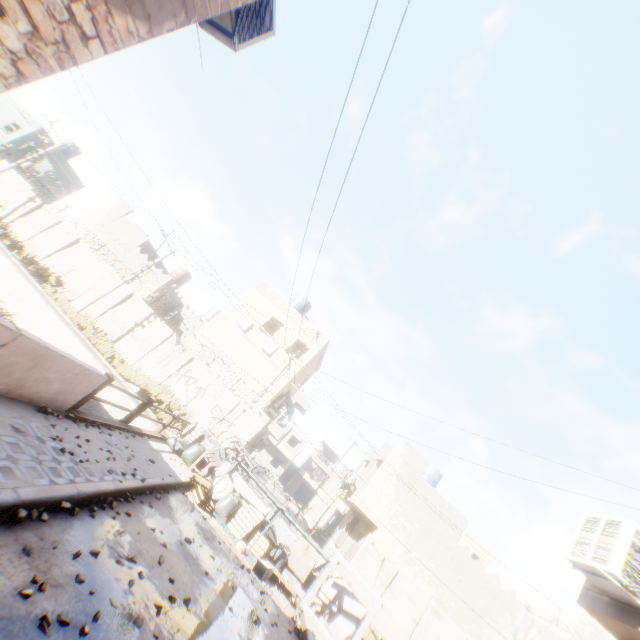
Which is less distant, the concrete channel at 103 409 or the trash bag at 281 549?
the trash bag at 281 549

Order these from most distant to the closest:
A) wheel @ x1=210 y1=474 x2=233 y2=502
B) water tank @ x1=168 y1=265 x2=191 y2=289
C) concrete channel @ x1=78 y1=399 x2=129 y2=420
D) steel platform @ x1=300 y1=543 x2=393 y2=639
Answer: water tank @ x1=168 y1=265 x2=191 y2=289
concrete channel @ x1=78 y1=399 x2=129 y2=420
wheel @ x1=210 y1=474 x2=233 y2=502
steel platform @ x1=300 y1=543 x2=393 y2=639

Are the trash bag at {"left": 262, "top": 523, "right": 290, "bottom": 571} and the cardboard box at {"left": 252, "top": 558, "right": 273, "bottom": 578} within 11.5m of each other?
yes

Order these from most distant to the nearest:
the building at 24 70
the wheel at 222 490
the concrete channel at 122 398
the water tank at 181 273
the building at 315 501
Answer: the building at 315 501
the water tank at 181 273
the concrete channel at 122 398
the wheel at 222 490
the building at 24 70

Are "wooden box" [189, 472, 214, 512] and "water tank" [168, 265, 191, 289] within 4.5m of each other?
no

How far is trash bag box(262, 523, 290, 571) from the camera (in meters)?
10.12

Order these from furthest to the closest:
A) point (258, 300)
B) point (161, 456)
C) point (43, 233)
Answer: point (258, 300) < point (43, 233) < point (161, 456)

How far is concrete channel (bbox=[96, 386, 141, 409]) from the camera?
14.7 meters
